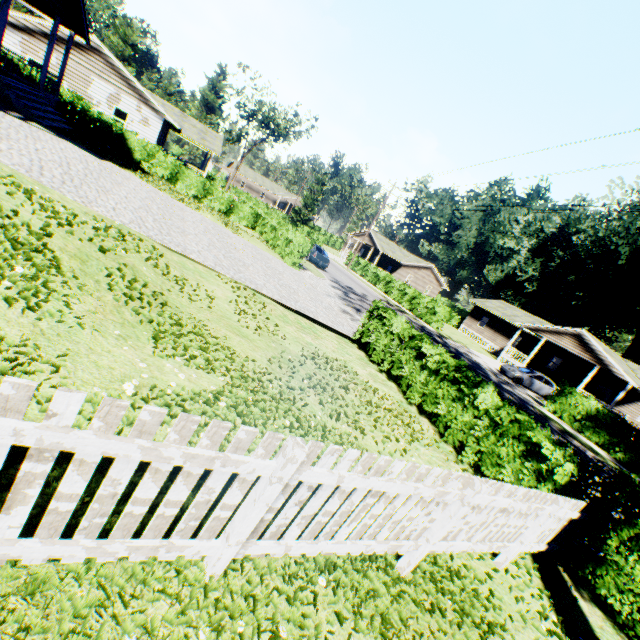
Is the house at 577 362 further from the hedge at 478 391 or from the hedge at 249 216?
the hedge at 249 216

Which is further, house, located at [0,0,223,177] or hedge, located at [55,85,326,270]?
hedge, located at [55,85,326,270]

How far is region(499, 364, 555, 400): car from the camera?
25.6 meters

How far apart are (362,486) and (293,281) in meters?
14.2

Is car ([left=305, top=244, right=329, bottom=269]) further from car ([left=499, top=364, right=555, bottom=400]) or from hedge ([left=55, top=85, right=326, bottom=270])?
car ([left=499, top=364, right=555, bottom=400])

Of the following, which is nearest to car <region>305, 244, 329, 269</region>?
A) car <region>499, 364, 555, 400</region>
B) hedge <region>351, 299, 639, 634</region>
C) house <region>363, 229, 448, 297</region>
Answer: hedge <region>351, 299, 639, 634</region>

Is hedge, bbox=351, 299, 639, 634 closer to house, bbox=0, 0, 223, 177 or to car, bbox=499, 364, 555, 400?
car, bbox=499, 364, 555, 400

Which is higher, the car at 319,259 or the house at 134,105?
the house at 134,105
